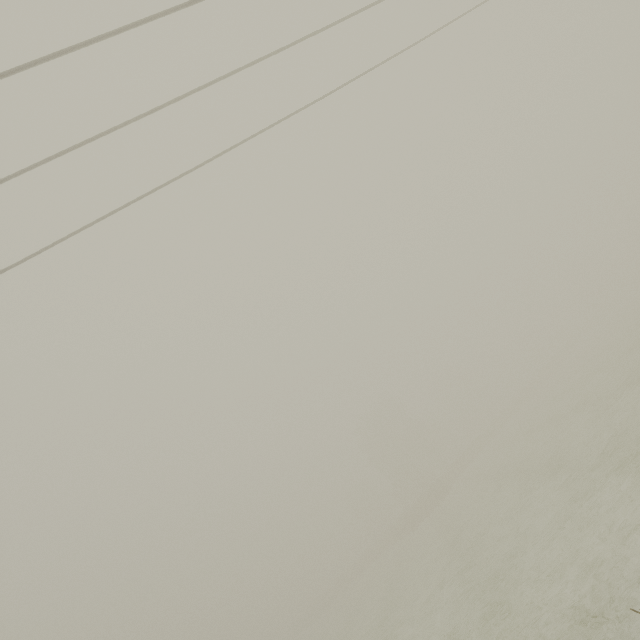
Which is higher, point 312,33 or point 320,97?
point 312,33
